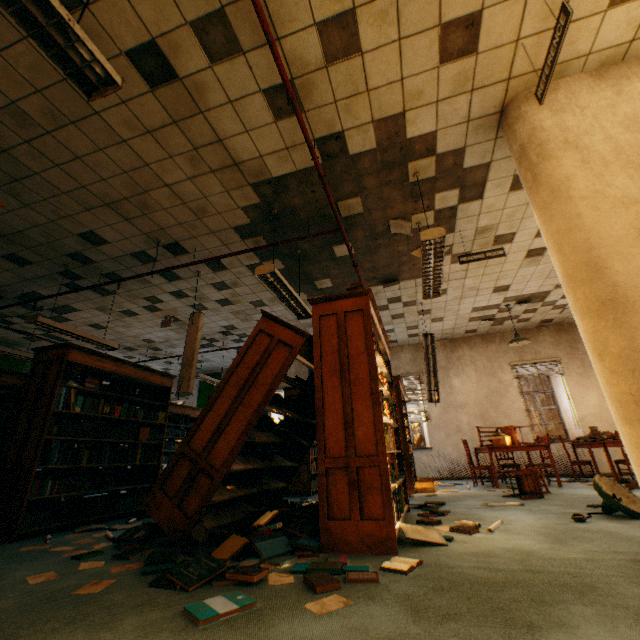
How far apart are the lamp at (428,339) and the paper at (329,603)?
5.64m

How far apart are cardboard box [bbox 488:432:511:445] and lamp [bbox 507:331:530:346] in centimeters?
208cm

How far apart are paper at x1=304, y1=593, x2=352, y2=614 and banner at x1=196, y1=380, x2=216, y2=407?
10.8 meters

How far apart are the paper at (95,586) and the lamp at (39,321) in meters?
4.5

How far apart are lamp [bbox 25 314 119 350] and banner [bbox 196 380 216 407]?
6.0m

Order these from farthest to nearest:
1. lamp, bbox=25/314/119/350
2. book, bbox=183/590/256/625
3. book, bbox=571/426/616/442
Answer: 1. book, bbox=571/426/616/442
2. lamp, bbox=25/314/119/350
3. book, bbox=183/590/256/625

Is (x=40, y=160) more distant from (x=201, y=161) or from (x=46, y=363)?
(x=46, y=363)

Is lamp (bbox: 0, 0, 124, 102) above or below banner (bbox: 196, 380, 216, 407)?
below
